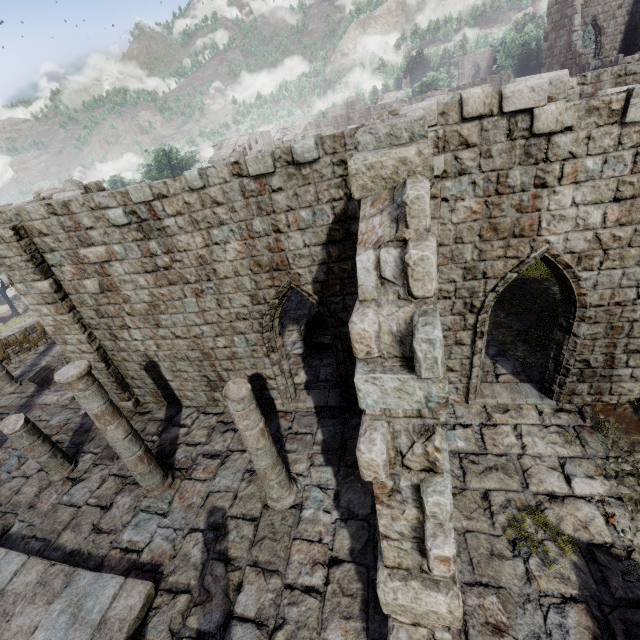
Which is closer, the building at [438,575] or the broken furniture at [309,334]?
the building at [438,575]

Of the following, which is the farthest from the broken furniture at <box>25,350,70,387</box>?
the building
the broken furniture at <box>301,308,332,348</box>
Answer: the broken furniture at <box>301,308,332,348</box>

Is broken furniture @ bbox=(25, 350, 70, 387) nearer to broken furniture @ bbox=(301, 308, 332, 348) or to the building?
the building

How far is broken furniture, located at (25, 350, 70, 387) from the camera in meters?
13.8 m

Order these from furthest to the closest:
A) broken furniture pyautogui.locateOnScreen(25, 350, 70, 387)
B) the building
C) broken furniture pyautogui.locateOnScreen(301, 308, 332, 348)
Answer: broken furniture pyautogui.locateOnScreen(25, 350, 70, 387) → broken furniture pyautogui.locateOnScreen(301, 308, 332, 348) → the building

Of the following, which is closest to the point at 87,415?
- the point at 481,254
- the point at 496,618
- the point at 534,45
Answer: the point at 496,618

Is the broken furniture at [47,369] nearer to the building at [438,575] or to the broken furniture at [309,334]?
the building at [438,575]
